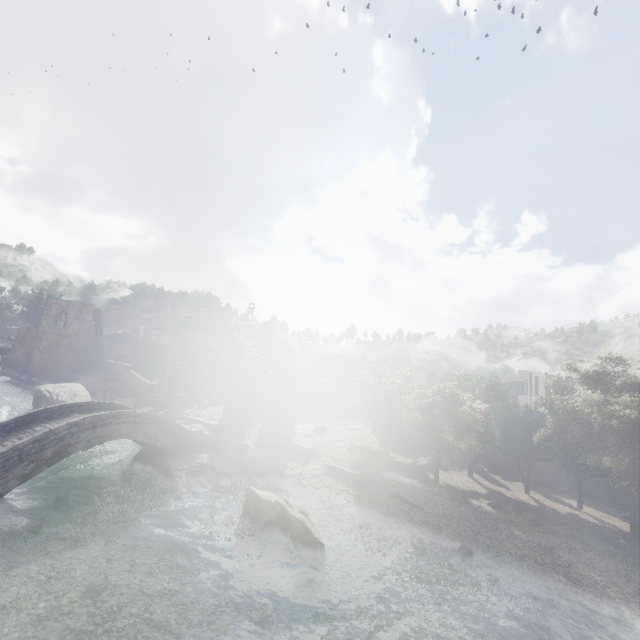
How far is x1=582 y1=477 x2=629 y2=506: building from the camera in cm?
3105

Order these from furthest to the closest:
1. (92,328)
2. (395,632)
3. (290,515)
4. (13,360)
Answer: (92,328) → (13,360) → (290,515) → (395,632)

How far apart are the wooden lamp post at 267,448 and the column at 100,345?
36.4 meters

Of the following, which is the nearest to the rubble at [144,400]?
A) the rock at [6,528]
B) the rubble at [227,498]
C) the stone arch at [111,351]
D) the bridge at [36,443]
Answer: the stone arch at [111,351]

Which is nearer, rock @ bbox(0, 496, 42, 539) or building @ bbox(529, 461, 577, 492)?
A: rock @ bbox(0, 496, 42, 539)

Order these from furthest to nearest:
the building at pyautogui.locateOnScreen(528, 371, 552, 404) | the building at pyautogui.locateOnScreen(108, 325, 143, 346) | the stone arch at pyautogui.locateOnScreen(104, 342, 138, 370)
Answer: the building at pyautogui.locateOnScreen(108, 325, 143, 346) < the stone arch at pyautogui.locateOnScreen(104, 342, 138, 370) < the building at pyautogui.locateOnScreen(528, 371, 552, 404)

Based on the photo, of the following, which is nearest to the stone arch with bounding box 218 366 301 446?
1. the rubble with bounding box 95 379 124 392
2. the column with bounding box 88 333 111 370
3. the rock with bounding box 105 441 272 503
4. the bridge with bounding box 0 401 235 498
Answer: the rock with bounding box 105 441 272 503
